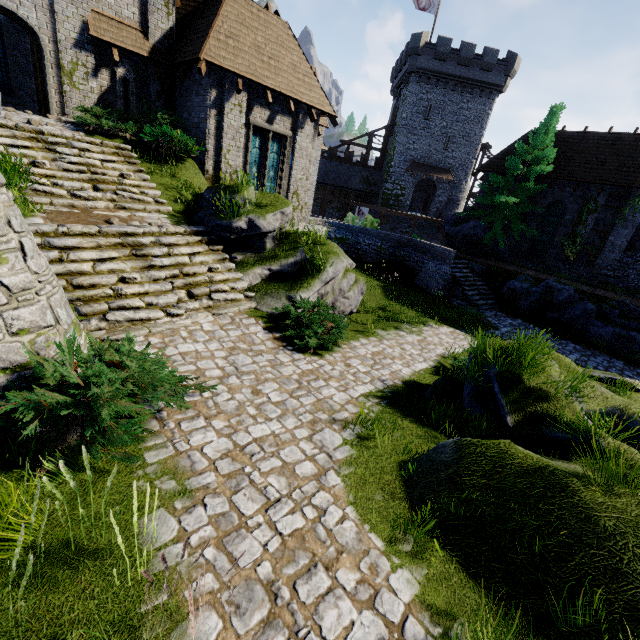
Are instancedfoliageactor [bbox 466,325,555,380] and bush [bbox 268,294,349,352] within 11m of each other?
yes

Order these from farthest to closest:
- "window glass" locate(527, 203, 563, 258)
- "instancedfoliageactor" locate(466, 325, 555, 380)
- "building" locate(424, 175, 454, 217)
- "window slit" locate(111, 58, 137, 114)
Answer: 1. "building" locate(424, 175, 454, 217)
2. "window glass" locate(527, 203, 563, 258)
3. "window slit" locate(111, 58, 137, 114)
4. "instancedfoliageactor" locate(466, 325, 555, 380)

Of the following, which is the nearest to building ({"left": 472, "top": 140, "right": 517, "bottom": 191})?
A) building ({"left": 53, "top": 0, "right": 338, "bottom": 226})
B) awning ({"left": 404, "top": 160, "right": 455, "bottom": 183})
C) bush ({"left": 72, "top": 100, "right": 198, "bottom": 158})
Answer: awning ({"left": 404, "top": 160, "right": 455, "bottom": 183})

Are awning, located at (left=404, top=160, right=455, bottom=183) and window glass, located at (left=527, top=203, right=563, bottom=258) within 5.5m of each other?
no

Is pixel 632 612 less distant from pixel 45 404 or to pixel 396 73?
pixel 45 404

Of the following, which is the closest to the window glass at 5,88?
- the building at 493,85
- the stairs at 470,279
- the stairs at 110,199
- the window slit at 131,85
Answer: the window slit at 131,85

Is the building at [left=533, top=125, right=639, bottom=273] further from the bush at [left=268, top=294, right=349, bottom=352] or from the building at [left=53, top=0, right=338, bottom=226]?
the bush at [left=268, top=294, right=349, bottom=352]

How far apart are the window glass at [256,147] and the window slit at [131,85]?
4.5m
